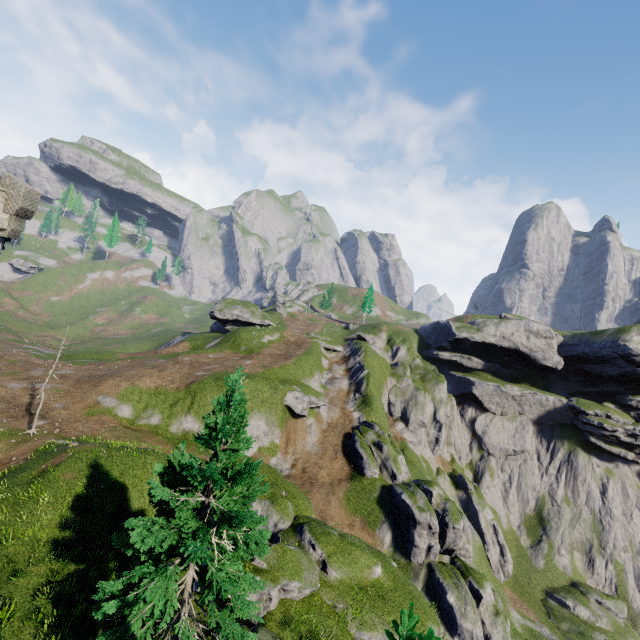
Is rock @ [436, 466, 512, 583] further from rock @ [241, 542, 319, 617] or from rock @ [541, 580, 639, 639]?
rock @ [241, 542, 319, 617]

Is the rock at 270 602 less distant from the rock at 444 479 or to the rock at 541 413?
the rock at 444 479

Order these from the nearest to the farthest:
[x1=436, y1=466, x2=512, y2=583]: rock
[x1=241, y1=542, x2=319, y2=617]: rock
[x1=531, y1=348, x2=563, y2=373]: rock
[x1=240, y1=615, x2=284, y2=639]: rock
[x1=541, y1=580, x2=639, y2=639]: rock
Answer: [x1=240, y1=615, x2=284, y2=639]: rock → [x1=241, y1=542, x2=319, y2=617]: rock → [x1=541, y1=580, x2=639, y2=639]: rock → [x1=436, y1=466, x2=512, y2=583]: rock → [x1=531, y1=348, x2=563, y2=373]: rock

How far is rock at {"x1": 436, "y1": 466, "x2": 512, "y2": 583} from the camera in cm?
4472

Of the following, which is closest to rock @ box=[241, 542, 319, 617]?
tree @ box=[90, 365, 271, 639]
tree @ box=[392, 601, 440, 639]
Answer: tree @ box=[90, 365, 271, 639]

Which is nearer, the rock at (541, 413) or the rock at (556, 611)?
the rock at (556, 611)

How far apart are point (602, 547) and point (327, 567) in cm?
5509

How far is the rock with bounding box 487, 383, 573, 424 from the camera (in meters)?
57.72
